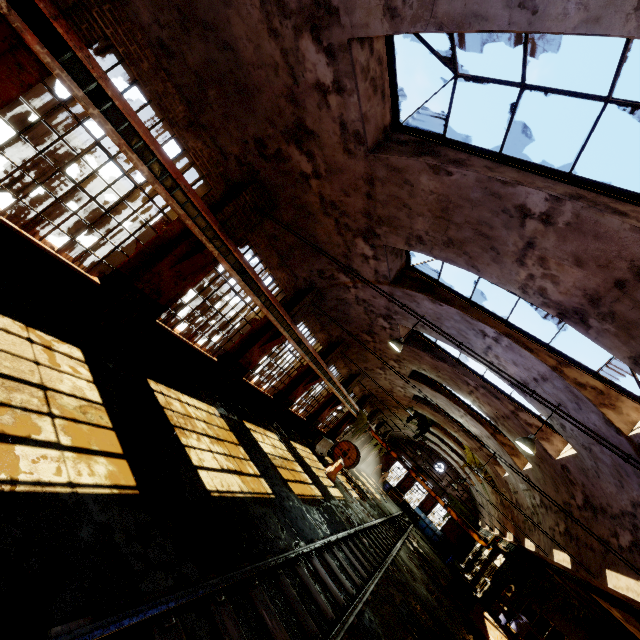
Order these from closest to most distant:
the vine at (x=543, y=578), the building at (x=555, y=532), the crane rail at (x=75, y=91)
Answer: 1. the crane rail at (x=75, y=91)
2. the building at (x=555, y=532)
3. the vine at (x=543, y=578)

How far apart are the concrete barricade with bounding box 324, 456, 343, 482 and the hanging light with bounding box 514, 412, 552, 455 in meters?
10.1 m

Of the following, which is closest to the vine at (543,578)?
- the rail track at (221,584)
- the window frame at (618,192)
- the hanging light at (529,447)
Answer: the rail track at (221,584)

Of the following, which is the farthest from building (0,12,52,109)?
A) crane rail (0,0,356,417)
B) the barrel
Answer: the barrel

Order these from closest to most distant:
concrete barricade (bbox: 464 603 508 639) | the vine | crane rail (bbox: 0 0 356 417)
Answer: crane rail (bbox: 0 0 356 417) → concrete barricade (bbox: 464 603 508 639) → the vine

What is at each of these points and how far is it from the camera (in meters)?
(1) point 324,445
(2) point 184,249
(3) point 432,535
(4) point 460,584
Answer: (1) concrete barricade, 20.38
(2) building, 8.00
(3) dumpster, 34.84
(4) cable drum, 19.23

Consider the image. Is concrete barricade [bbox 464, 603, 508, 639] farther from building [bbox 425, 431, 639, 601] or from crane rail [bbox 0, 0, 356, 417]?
crane rail [bbox 0, 0, 356, 417]

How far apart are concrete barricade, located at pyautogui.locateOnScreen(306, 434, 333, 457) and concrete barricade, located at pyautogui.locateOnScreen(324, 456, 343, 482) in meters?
0.8
